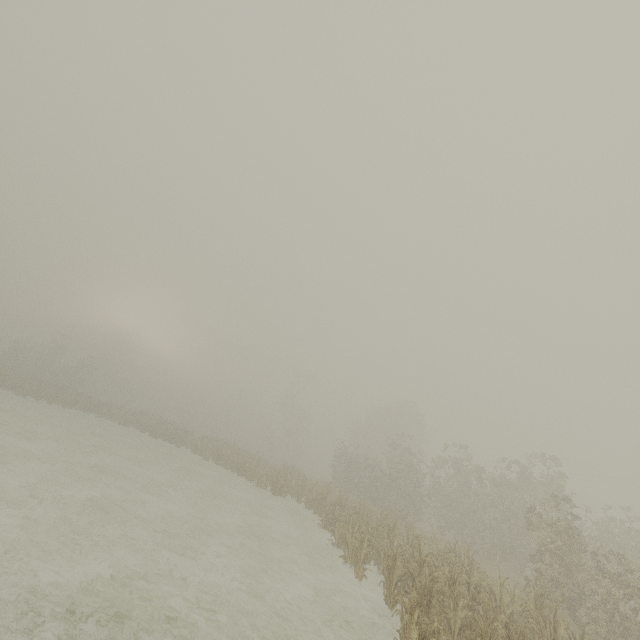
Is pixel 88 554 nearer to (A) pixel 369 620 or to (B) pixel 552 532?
(A) pixel 369 620
